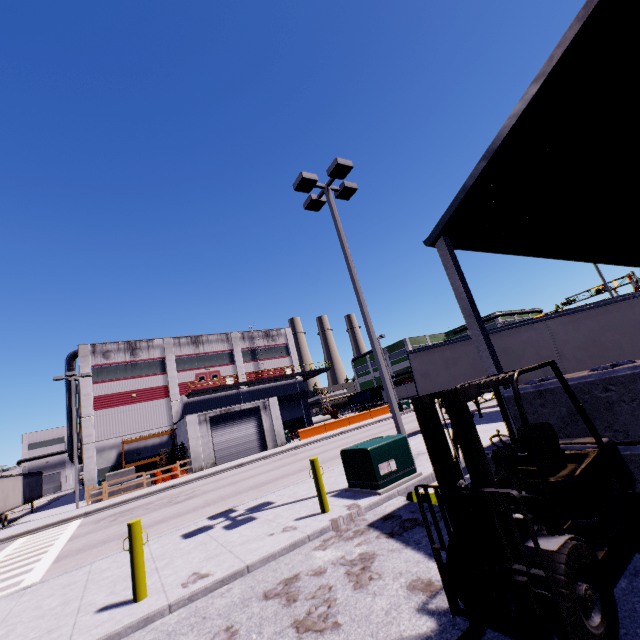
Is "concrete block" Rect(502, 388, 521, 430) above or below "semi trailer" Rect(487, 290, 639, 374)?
above

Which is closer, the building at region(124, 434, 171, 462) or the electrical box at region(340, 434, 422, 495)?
the electrical box at region(340, 434, 422, 495)

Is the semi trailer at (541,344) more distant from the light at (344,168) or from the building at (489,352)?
the light at (344,168)

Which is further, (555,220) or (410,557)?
(555,220)

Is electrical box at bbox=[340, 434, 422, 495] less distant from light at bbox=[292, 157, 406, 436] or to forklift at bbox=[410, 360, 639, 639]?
light at bbox=[292, 157, 406, 436]

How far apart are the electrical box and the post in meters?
4.7

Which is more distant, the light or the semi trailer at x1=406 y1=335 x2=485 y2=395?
the semi trailer at x1=406 y1=335 x2=485 y2=395

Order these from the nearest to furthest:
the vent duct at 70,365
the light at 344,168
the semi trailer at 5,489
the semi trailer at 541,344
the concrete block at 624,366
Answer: the concrete block at 624,366 < the light at 344,168 < the semi trailer at 541,344 < the semi trailer at 5,489 < the vent duct at 70,365
